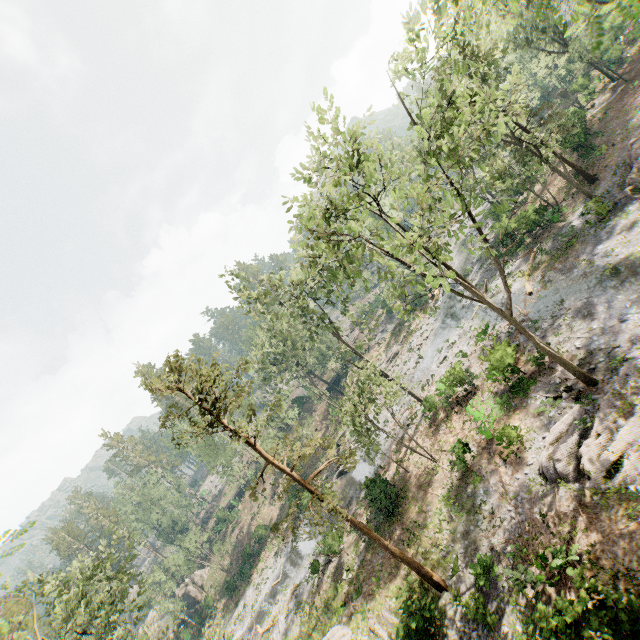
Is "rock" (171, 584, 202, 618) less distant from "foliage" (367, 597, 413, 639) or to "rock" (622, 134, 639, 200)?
"foliage" (367, 597, 413, 639)

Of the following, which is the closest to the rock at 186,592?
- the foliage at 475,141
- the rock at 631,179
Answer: the foliage at 475,141

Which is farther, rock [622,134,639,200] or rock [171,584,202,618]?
rock [171,584,202,618]

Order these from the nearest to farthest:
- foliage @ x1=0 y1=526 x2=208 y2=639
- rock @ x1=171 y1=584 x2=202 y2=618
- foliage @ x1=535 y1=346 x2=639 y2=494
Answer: foliage @ x1=535 y1=346 x2=639 y2=494
foliage @ x1=0 y1=526 x2=208 y2=639
rock @ x1=171 y1=584 x2=202 y2=618

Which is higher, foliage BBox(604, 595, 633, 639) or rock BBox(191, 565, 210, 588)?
rock BBox(191, 565, 210, 588)

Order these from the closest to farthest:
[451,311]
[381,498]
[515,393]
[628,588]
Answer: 1. [628,588]
2. [515,393]
3. [381,498]
4. [451,311]

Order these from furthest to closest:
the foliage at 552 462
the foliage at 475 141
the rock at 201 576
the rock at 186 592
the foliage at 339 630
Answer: the rock at 201 576
the rock at 186 592
the foliage at 339 630
the foliage at 552 462
the foliage at 475 141

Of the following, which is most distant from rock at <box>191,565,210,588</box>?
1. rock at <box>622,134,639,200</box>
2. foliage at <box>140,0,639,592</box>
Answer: rock at <box>622,134,639,200</box>
